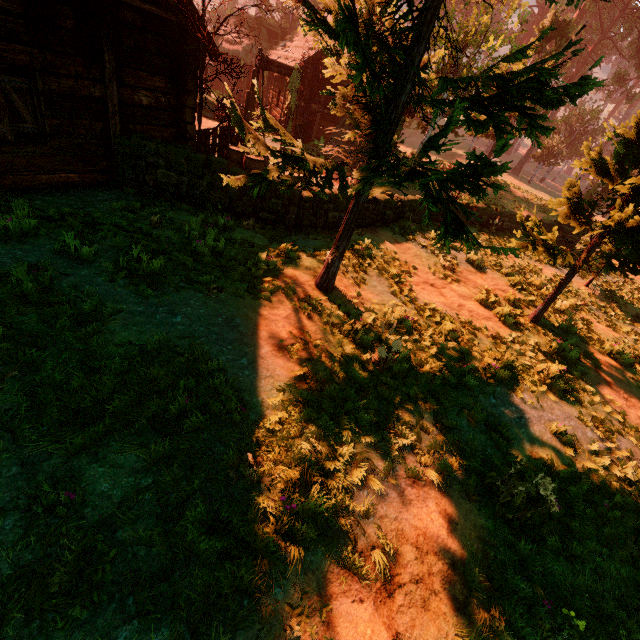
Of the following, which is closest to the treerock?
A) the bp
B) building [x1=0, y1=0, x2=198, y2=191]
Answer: building [x1=0, y1=0, x2=198, y2=191]

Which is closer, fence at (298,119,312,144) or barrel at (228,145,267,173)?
barrel at (228,145,267,173)

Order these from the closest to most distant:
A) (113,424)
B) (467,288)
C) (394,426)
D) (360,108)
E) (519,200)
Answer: (113,424)
(394,426)
(360,108)
(467,288)
(519,200)

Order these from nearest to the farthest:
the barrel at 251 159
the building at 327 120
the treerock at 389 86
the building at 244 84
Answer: the treerock at 389 86 < the barrel at 251 159 < the building at 327 120 < the building at 244 84

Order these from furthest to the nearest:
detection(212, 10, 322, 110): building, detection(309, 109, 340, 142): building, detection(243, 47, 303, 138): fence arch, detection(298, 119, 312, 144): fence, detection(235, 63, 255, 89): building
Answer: detection(235, 63, 255, 89): building, detection(309, 109, 340, 142): building, detection(212, 10, 322, 110): building, detection(298, 119, 312, 144): fence, detection(243, 47, 303, 138): fence arch

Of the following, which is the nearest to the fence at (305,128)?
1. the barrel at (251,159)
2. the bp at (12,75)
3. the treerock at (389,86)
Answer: the treerock at (389,86)

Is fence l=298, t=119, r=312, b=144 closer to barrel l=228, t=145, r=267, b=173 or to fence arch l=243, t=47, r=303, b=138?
fence arch l=243, t=47, r=303, b=138

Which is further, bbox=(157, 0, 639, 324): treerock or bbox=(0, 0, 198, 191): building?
bbox=(0, 0, 198, 191): building
